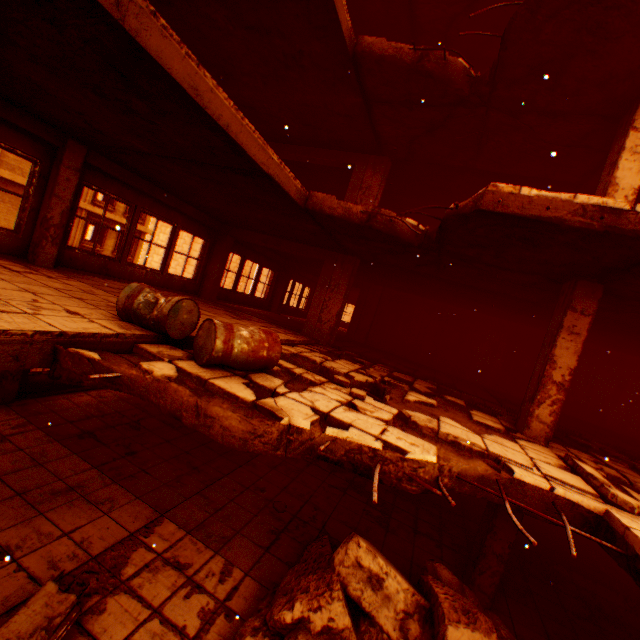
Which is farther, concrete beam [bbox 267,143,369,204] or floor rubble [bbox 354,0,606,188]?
concrete beam [bbox 267,143,369,204]

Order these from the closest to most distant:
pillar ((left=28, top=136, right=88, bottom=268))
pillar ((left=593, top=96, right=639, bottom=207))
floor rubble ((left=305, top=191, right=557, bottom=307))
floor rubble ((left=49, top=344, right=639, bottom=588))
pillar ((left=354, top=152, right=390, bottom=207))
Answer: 1. floor rubble ((left=49, top=344, right=639, bottom=588))
2. pillar ((left=593, top=96, right=639, bottom=207))
3. floor rubble ((left=305, top=191, right=557, bottom=307))
4. pillar ((left=28, top=136, right=88, bottom=268))
5. pillar ((left=354, top=152, right=390, bottom=207))

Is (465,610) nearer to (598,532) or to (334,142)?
(598,532)

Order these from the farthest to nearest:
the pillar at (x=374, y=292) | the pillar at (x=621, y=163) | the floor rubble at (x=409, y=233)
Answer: the pillar at (x=374, y=292) → the floor rubble at (x=409, y=233) → the pillar at (x=621, y=163)

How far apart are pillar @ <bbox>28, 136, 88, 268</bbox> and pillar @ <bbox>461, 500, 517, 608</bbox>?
9.58m

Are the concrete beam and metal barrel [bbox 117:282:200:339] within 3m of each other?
no

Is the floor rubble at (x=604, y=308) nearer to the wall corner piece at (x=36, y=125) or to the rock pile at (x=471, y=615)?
the wall corner piece at (x=36, y=125)

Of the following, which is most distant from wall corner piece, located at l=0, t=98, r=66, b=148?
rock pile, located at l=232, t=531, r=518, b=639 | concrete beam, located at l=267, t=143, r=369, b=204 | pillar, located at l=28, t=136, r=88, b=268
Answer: concrete beam, located at l=267, t=143, r=369, b=204
